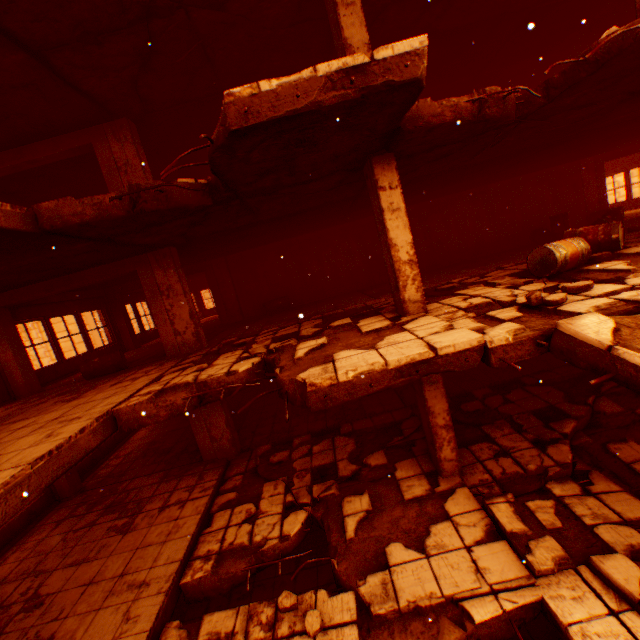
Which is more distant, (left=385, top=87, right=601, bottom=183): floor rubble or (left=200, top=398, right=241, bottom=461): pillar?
(left=200, top=398, right=241, bottom=461): pillar

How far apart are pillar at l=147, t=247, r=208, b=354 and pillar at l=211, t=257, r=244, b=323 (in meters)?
4.62

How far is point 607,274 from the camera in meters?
4.9

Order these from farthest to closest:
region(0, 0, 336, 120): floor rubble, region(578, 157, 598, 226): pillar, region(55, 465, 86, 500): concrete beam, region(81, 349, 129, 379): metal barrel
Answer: region(578, 157, 598, 226): pillar → region(55, 465, 86, 500): concrete beam → region(81, 349, 129, 379): metal barrel → region(0, 0, 336, 120): floor rubble

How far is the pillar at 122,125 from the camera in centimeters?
739cm

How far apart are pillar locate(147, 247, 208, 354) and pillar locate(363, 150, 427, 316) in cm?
498

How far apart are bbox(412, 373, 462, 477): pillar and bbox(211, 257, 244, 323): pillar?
8.46m

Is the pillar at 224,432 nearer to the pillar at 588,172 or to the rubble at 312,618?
the rubble at 312,618
